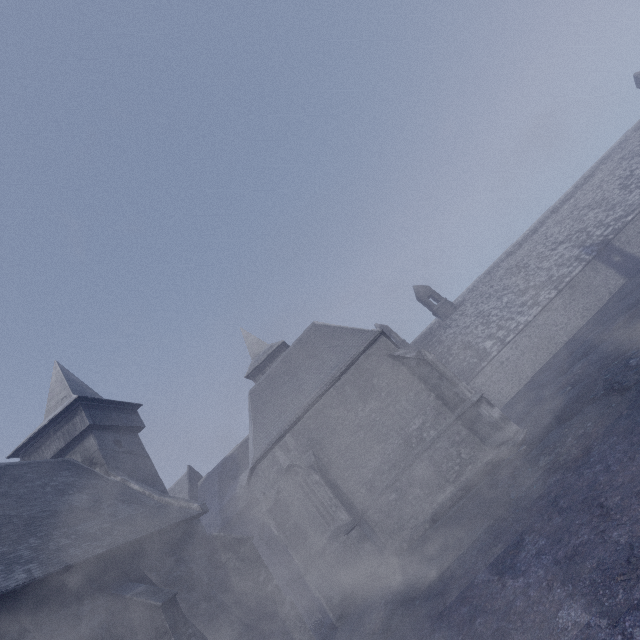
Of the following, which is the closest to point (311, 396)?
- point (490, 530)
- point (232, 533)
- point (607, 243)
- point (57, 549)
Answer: point (490, 530)
